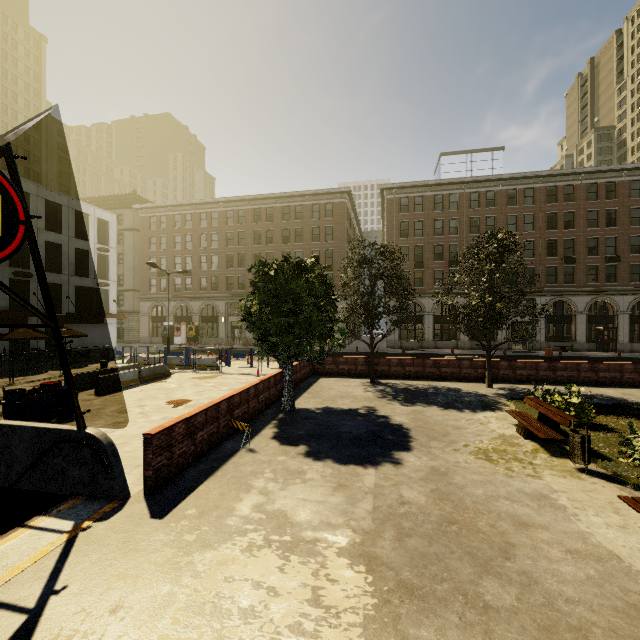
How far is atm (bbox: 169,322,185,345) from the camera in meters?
43.8

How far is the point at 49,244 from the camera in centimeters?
3142cm

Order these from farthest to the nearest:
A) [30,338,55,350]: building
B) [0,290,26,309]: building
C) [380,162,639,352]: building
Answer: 1. [380,162,639,352]: building
2. [30,338,55,350]: building
3. [0,290,26,309]: building

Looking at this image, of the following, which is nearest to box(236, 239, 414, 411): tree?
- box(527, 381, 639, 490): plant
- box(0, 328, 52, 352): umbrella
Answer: box(527, 381, 639, 490): plant

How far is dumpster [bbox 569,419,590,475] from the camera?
7.2m

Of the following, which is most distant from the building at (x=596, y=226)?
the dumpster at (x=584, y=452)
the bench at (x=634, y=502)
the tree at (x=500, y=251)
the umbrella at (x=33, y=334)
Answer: the dumpster at (x=584, y=452)

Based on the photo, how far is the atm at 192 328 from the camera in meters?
43.4 m

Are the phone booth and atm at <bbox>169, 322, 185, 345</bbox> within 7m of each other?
no
